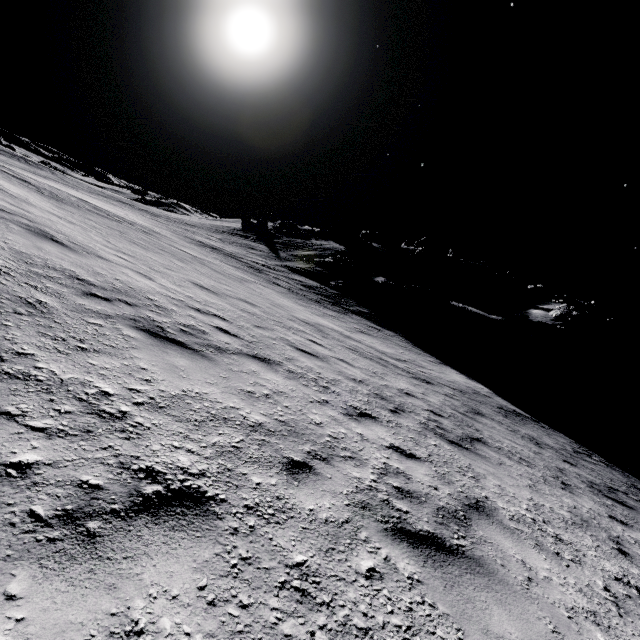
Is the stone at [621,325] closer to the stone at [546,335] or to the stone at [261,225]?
the stone at [546,335]

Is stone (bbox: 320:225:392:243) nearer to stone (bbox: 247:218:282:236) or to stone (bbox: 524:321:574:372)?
stone (bbox: 247:218:282:236)

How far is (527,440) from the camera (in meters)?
11.07

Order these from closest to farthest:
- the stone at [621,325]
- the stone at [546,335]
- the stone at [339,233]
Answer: the stone at [546,335]
the stone at [621,325]
the stone at [339,233]

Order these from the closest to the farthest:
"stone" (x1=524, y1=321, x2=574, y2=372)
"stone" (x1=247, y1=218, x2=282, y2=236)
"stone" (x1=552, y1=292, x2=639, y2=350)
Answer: "stone" (x1=524, y1=321, x2=574, y2=372) < "stone" (x1=552, y1=292, x2=639, y2=350) < "stone" (x1=247, y1=218, x2=282, y2=236)

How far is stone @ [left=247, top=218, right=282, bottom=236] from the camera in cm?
4898

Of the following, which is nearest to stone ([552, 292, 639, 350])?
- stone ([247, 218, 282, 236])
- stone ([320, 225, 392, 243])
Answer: stone ([320, 225, 392, 243])

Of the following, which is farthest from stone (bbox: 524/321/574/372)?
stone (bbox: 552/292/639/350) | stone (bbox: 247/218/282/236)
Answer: stone (bbox: 247/218/282/236)
